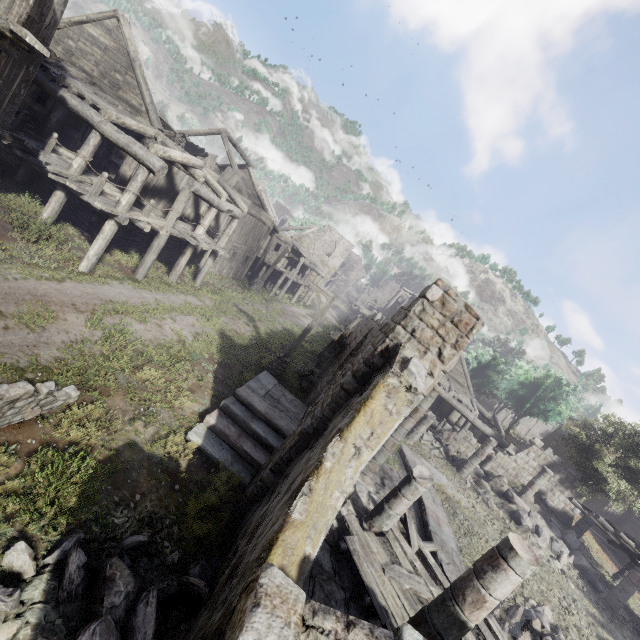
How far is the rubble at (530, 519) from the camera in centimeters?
1538cm

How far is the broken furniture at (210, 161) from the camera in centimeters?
1931cm

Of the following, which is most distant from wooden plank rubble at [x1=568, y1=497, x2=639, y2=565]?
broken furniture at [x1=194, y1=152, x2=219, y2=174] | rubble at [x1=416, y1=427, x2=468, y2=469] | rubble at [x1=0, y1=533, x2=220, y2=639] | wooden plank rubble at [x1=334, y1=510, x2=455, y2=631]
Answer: broken furniture at [x1=194, y1=152, x2=219, y2=174]

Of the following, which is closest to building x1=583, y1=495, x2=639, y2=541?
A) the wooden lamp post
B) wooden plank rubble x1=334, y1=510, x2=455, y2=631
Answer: wooden plank rubble x1=334, y1=510, x2=455, y2=631

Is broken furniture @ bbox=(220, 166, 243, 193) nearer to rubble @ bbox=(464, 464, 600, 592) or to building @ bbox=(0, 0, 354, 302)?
building @ bbox=(0, 0, 354, 302)

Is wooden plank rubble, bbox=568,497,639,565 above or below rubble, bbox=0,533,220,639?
above

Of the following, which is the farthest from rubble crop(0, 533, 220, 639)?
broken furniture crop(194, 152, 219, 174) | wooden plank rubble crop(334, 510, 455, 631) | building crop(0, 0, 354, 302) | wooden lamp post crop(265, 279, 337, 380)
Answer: broken furniture crop(194, 152, 219, 174)

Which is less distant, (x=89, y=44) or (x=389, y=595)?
(x=389, y=595)
